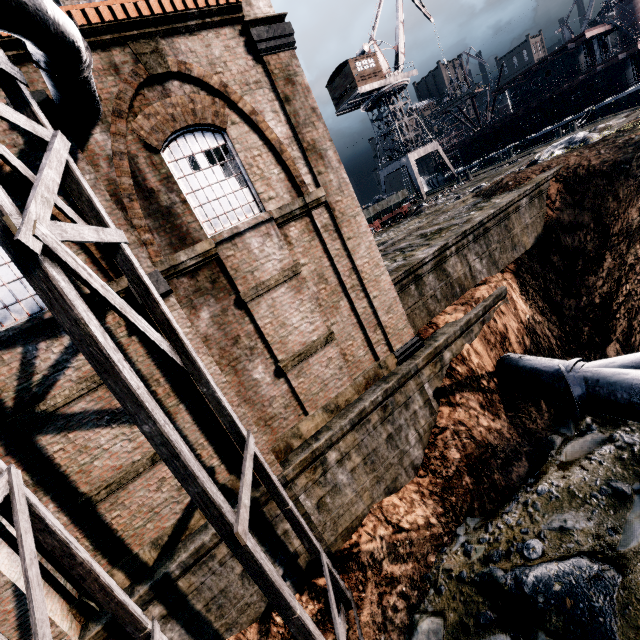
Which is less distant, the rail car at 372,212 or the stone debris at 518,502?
the stone debris at 518,502

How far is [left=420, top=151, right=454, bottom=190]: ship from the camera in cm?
5095

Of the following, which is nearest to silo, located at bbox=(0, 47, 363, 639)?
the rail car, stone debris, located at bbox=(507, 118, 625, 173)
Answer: the rail car

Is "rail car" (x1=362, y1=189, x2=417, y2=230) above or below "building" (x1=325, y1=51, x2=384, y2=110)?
below

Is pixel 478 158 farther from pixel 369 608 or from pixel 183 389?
pixel 369 608

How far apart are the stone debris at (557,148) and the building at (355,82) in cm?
2326

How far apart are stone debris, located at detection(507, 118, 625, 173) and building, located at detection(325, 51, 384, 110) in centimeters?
2326cm

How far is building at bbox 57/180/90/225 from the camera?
7.5 meters
